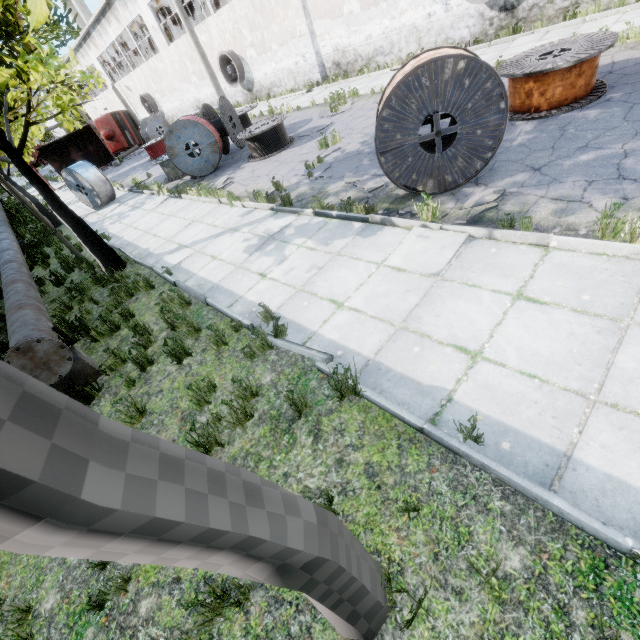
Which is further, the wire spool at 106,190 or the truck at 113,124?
the truck at 113,124

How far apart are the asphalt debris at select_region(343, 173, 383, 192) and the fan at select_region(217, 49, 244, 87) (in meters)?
21.00

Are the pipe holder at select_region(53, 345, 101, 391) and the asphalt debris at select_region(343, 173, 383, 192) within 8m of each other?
yes

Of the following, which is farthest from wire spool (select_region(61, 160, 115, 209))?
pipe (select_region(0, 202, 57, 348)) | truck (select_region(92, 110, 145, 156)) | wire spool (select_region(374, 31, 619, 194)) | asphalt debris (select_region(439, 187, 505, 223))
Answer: truck (select_region(92, 110, 145, 156))

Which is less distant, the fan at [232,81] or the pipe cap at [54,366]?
the pipe cap at [54,366]

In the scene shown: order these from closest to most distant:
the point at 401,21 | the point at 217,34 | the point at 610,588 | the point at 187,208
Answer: the point at 610,588, the point at 187,208, the point at 401,21, the point at 217,34

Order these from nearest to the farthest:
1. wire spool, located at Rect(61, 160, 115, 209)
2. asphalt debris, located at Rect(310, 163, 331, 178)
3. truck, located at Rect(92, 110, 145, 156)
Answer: asphalt debris, located at Rect(310, 163, 331, 178), wire spool, located at Rect(61, 160, 115, 209), truck, located at Rect(92, 110, 145, 156)

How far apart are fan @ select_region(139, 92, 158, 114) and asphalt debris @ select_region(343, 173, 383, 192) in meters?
37.6
